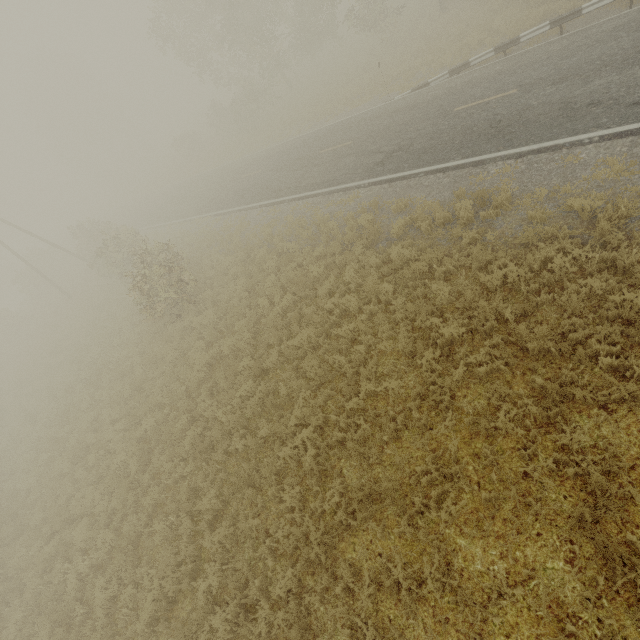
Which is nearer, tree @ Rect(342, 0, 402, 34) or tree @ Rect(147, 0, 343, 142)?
tree @ Rect(342, 0, 402, 34)

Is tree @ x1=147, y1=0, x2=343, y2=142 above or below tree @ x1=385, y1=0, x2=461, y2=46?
above

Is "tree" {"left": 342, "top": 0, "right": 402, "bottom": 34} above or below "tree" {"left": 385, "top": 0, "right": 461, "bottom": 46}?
above

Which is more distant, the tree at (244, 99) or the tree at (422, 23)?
the tree at (244, 99)

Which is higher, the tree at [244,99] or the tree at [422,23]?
the tree at [244,99]

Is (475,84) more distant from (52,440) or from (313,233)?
(52,440)
